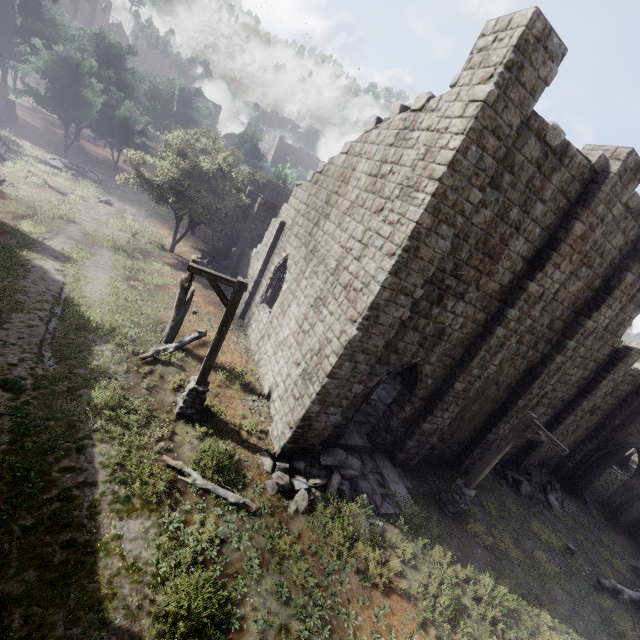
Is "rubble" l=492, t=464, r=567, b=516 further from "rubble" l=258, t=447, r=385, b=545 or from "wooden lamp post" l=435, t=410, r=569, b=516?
"rubble" l=258, t=447, r=385, b=545

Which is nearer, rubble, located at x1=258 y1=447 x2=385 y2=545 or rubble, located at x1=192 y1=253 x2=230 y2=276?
rubble, located at x1=258 y1=447 x2=385 y2=545

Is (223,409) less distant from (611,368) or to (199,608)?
(199,608)

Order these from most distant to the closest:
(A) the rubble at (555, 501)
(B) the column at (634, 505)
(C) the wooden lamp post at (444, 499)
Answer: (B) the column at (634, 505) < (A) the rubble at (555, 501) < (C) the wooden lamp post at (444, 499)

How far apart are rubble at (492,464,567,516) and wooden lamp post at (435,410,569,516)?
6.44m

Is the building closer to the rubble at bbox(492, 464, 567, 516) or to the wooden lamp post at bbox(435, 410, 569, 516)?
the rubble at bbox(492, 464, 567, 516)

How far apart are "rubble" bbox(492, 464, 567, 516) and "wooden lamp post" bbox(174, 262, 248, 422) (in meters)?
15.77

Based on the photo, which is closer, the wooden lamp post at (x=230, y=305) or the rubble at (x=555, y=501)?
the wooden lamp post at (x=230, y=305)
